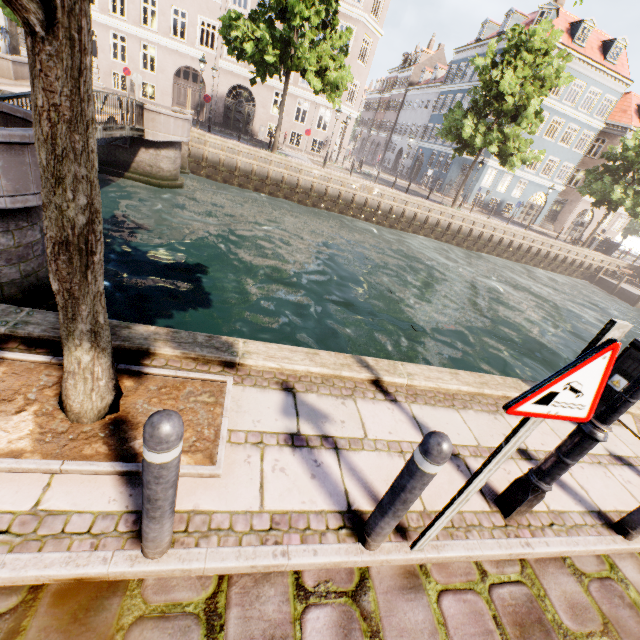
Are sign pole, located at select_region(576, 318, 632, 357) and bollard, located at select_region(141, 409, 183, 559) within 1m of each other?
no

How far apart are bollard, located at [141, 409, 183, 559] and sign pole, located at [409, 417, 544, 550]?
1.6m

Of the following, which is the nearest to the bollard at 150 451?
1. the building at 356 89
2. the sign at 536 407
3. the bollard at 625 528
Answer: the sign at 536 407

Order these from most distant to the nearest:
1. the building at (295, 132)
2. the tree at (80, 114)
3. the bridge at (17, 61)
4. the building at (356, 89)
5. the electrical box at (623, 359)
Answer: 1. the building at (295, 132)
2. the building at (356, 89)
3. the bridge at (17, 61)
4. the electrical box at (623, 359)
5. the tree at (80, 114)

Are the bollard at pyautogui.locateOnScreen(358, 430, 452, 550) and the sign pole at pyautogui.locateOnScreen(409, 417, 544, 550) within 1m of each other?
yes

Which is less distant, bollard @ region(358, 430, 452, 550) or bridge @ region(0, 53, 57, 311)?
bollard @ region(358, 430, 452, 550)

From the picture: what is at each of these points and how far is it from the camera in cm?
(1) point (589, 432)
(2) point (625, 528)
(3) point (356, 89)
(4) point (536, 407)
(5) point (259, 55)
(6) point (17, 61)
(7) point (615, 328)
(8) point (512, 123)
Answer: (1) street light, 224
(2) bollard, 289
(3) building, 2853
(4) sign, 149
(5) tree, 1587
(6) bridge, 1496
(7) sign pole, 131
(8) tree, 2333

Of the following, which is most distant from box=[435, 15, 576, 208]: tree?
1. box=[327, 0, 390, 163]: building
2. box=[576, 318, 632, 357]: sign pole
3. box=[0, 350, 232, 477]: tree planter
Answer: box=[327, 0, 390, 163]: building
